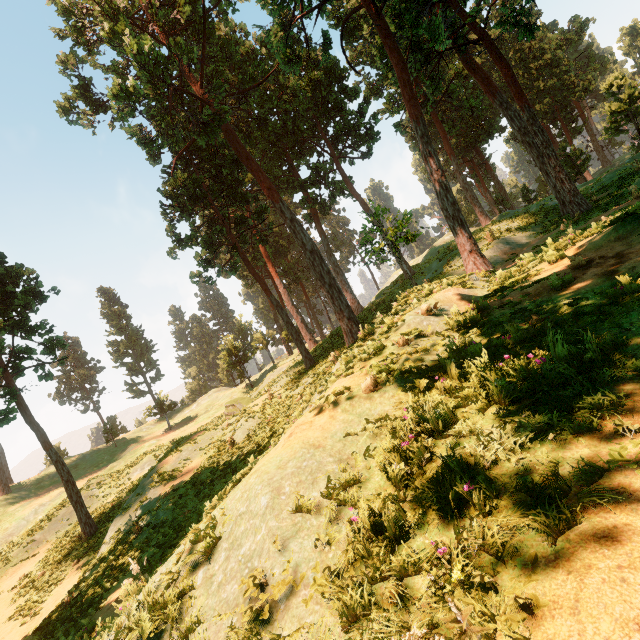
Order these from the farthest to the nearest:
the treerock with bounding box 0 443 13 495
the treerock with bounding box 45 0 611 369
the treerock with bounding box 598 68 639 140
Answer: the treerock with bounding box 0 443 13 495
the treerock with bounding box 598 68 639 140
the treerock with bounding box 45 0 611 369

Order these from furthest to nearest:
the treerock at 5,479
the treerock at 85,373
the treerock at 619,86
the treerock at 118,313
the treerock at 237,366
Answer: the treerock at 118,313, the treerock at 237,366, the treerock at 5,479, the treerock at 619,86, the treerock at 85,373

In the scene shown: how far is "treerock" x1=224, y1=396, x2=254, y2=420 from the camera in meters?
27.9 m

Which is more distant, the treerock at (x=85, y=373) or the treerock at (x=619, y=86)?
the treerock at (x=619, y=86)

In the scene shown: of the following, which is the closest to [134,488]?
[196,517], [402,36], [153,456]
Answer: [196,517]

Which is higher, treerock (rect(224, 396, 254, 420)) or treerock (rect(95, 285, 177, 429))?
treerock (rect(95, 285, 177, 429))

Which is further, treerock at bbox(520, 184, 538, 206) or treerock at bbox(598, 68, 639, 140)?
treerock at bbox(520, 184, 538, 206)
